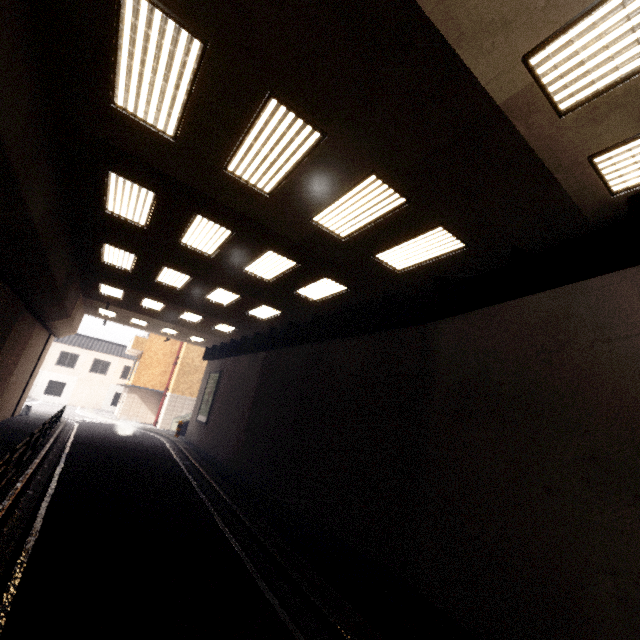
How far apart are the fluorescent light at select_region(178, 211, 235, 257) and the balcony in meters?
24.0 m

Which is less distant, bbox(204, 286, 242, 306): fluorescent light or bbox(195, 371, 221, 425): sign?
A: bbox(204, 286, 242, 306): fluorescent light

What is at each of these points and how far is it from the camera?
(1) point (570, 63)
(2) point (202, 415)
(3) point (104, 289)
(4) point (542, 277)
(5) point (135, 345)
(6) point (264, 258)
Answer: (1) fluorescent light, 3.5m
(2) sign, 21.9m
(3) fluorescent light, 15.3m
(4) platform underside, 5.9m
(5) balcony, 29.2m
(6) fluorescent light, 9.2m

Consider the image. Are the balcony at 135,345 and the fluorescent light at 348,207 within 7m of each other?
no

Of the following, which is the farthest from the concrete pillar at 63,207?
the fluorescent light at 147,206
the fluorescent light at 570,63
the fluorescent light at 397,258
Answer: the fluorescent light at 397,258

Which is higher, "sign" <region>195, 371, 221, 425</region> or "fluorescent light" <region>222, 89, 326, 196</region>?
"fluorescent light" <region>222, 89, 326, 196</region>

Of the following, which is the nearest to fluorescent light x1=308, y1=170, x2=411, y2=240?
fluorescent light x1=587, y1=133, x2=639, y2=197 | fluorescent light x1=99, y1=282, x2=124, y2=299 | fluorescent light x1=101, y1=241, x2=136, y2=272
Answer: fluorescent light x1=587, y1=133, x2=639, y2=197

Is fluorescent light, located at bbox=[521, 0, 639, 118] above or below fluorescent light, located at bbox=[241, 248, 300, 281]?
below
